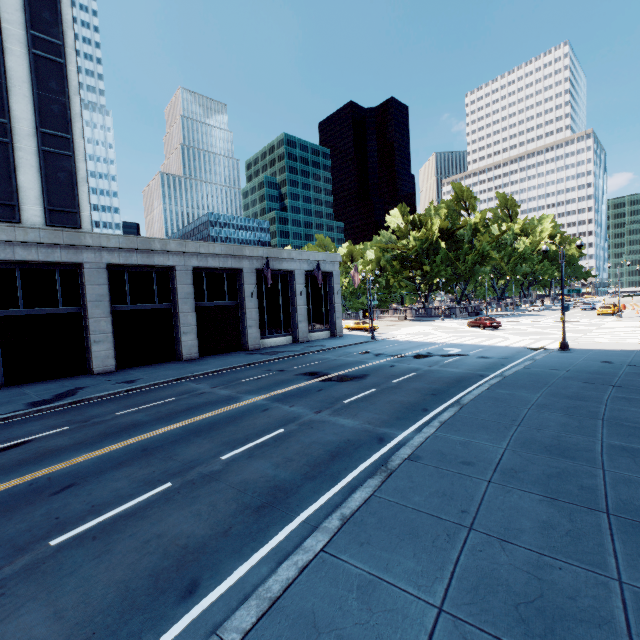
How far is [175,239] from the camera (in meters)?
25.61

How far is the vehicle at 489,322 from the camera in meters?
36.9 m

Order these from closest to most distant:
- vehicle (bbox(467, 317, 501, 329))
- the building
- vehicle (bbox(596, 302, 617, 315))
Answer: the building < vehicle (bbox(467, 317, 501, 329)) < vehicle (bbox(596, 302, 617, 315))

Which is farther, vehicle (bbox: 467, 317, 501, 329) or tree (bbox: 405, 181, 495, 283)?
tree (bbox: 405, 181, 495, 283)

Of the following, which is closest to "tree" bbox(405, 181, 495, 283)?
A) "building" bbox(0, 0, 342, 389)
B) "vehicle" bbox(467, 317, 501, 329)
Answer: "vehicle" bbox(467, 317, 501, 329)

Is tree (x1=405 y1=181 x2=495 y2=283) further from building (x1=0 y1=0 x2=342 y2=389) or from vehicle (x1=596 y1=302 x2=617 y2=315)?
building (x1=0 y1=0 x2=342 y2=389)

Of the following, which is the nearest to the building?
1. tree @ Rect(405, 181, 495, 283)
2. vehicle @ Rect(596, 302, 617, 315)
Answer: tree @ Rect(405, 181, 495, 283)

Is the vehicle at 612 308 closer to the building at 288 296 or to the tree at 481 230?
the tree at 481 230
